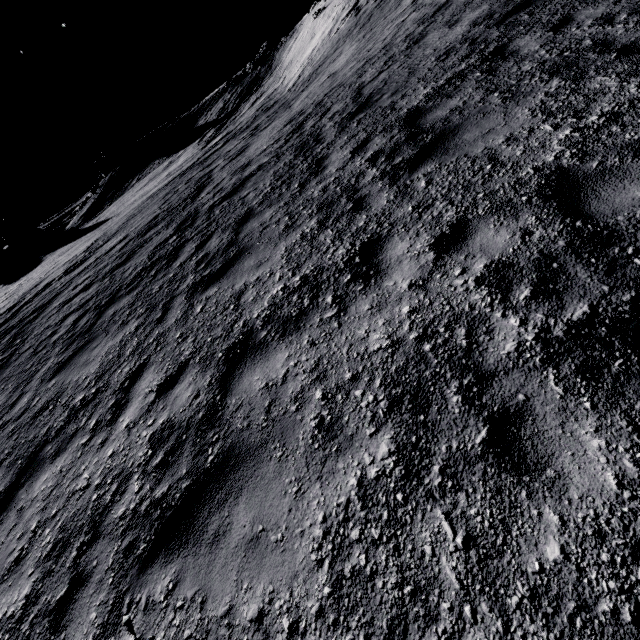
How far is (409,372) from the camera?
2.8m

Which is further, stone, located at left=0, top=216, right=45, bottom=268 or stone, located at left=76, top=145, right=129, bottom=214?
stone, located at left=76, top=145, right=129, bottom=214

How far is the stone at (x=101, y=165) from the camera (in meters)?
40.41

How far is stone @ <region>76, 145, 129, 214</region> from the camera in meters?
40.4

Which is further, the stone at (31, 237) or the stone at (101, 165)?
the stone at (101, 165)
